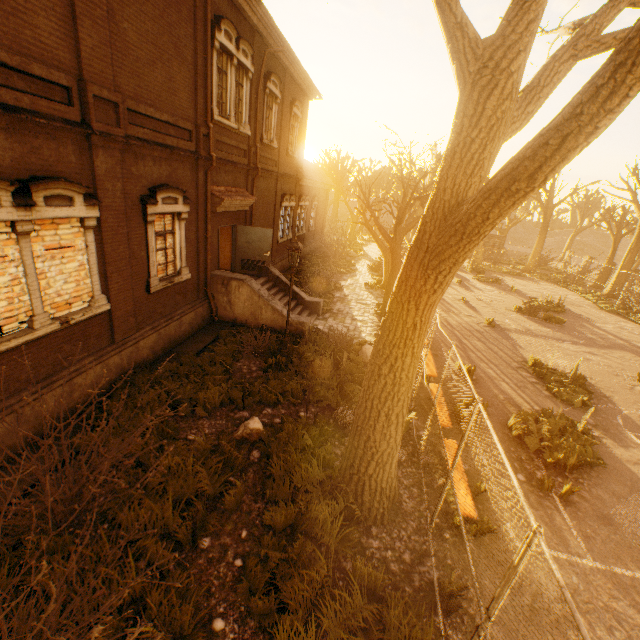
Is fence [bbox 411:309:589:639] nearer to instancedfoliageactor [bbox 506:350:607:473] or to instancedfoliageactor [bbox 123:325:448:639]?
instancedfoliageactor [bbox 123:325:448:639]

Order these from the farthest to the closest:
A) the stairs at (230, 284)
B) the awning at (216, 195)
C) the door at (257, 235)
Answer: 1. the door at (257, 235)
2. the stairs at (230, 284)
3. the awning at (216, 195)

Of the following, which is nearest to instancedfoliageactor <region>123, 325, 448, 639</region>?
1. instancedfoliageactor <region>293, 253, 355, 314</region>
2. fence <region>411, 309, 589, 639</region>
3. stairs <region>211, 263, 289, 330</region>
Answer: fence <region>411, 309, 589, 639</region>

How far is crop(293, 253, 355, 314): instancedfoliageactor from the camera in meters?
16.9 m

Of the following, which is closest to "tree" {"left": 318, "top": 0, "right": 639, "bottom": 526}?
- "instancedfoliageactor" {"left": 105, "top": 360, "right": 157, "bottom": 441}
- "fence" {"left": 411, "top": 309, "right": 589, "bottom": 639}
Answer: "fence" {"left": 411, "top": 309, "right": 589, "bottom": 639}

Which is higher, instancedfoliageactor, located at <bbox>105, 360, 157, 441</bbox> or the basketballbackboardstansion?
the basketballbackboardstansion

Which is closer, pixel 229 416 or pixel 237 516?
pixel 237 516

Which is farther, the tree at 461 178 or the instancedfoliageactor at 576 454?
the instancedfoliageactor at 576 454
